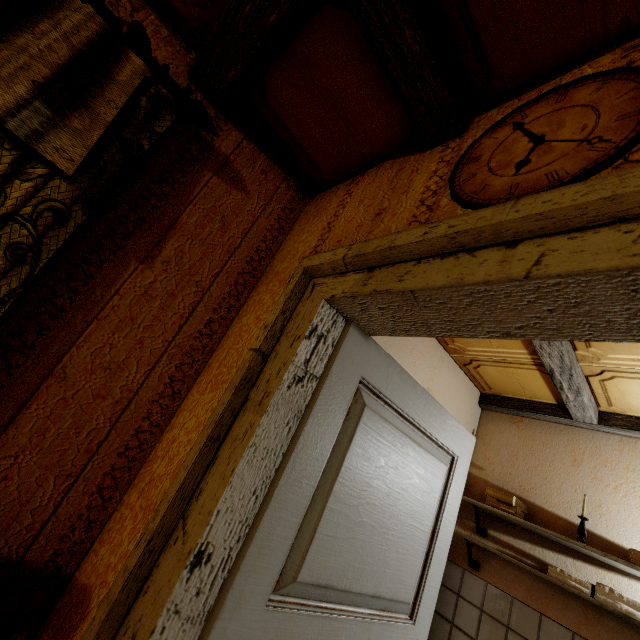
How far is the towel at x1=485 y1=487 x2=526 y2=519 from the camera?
→ 2.4m

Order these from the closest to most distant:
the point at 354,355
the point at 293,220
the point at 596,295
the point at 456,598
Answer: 1. the point at 596,295
2. the point at 354,355
3. the point at 293,220
4. the point at 456,598

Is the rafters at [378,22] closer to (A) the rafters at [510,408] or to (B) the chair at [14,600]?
(A) the rafters at [510,408]

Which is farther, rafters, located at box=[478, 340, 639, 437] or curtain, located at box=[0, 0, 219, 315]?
rafters, located at box=[478, 340, 639, 437]

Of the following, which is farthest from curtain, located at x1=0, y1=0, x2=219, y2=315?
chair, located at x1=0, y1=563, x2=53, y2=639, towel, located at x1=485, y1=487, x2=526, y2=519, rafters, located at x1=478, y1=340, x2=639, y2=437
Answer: towel, located at x1=485, y1=487, x2=526, y2=519

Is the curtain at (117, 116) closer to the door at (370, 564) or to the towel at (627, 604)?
the door at (370, 564)

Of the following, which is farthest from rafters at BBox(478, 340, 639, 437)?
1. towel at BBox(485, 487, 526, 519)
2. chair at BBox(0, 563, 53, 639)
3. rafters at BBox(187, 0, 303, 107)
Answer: chair at BBox(0, 563, 53, 639)

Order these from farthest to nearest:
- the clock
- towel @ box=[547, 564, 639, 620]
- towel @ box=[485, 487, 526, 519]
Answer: towel @ box=[485, 487, 526, 519] → towel @ box=[547, 564, 639, 620] → the clock
